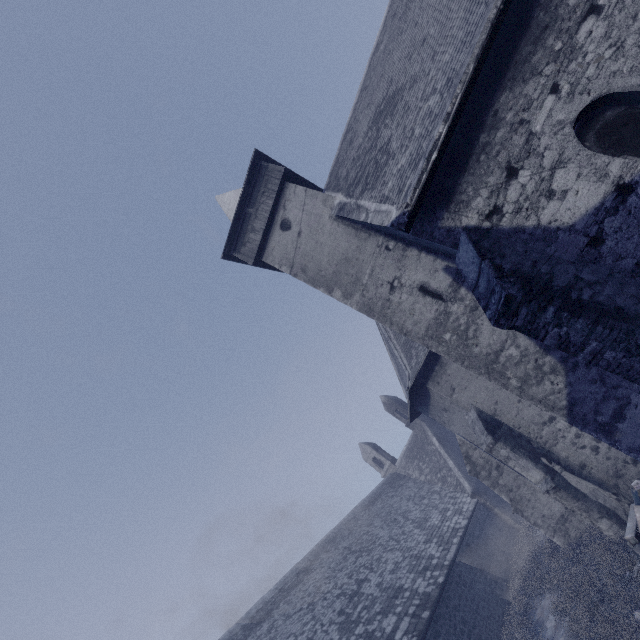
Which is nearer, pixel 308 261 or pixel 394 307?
pixel 394 307

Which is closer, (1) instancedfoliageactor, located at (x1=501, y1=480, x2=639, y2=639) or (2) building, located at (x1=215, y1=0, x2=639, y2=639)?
(2) building, located at (x1=215, y1=0, x2=639, y2=639)

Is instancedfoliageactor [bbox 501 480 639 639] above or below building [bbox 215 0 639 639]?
below

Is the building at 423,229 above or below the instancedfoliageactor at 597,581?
above

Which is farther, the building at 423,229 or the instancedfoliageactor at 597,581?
the instancedfoliageactor at 597,581
